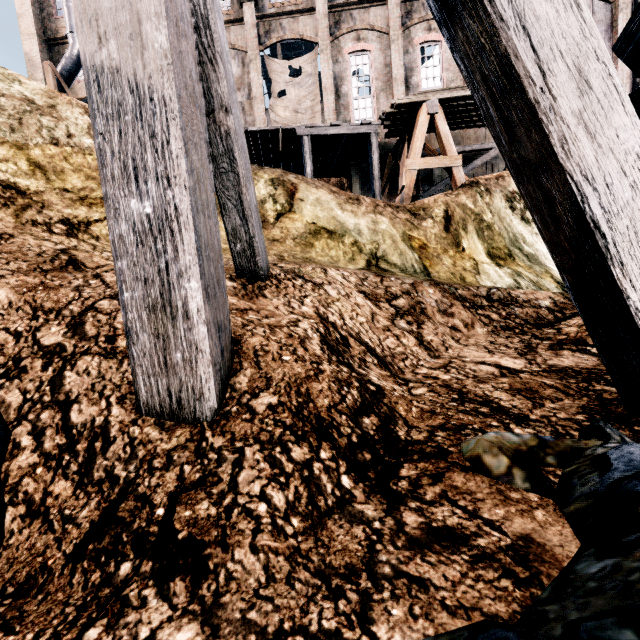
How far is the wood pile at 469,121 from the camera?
11.8m

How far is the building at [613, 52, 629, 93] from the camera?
19.61m

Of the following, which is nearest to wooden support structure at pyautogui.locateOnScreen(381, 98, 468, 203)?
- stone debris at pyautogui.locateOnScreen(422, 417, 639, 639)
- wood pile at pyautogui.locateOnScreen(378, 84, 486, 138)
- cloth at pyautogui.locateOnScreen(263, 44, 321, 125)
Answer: wood pile at pyautogui.locateOnScreen(378, 84, 486, 138)

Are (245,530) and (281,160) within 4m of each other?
no

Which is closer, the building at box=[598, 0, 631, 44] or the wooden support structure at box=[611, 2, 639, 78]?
the wooden support structure at box=[611, 2, 639, 78]

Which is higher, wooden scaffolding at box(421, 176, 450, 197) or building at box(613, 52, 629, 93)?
building at box(613, 52, 629, 93)

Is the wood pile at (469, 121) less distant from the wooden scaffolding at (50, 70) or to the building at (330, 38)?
the building at (330, 38)
